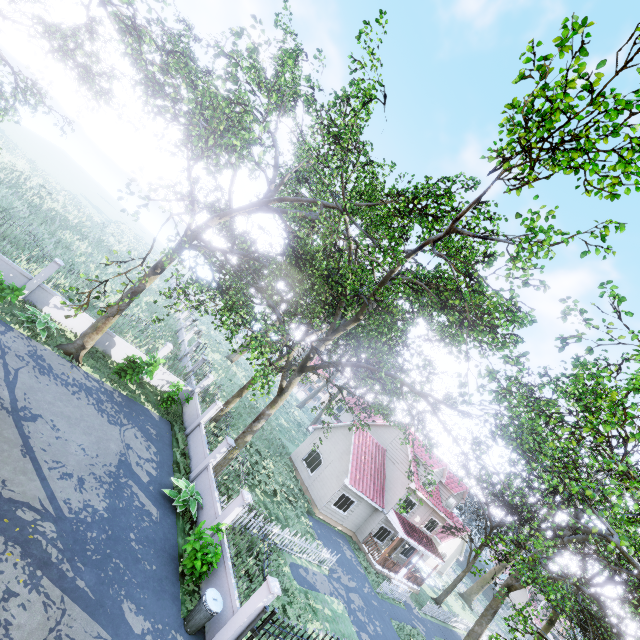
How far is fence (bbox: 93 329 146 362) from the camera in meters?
17.2

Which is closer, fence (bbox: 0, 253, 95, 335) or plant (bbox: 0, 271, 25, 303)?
plant (bbox: 0, 271, 25, 303)

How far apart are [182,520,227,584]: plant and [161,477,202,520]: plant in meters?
1.7 m

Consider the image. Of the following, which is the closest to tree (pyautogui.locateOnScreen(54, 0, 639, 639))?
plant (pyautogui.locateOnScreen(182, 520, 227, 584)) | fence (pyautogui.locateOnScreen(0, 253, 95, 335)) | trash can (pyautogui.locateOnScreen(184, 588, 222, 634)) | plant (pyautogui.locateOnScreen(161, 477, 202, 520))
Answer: fence (pyautogui.locateOnScreen(0, 253, 95, 335))

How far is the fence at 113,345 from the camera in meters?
17.2 m

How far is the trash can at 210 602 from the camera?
8.94m

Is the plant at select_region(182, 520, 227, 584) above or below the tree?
below

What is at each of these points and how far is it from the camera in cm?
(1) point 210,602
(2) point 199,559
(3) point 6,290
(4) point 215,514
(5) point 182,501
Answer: (1) trash can, 906
(2) plant, 991
(3) plant, 1260
(4) fence, 1223
(5) plant, 1231
